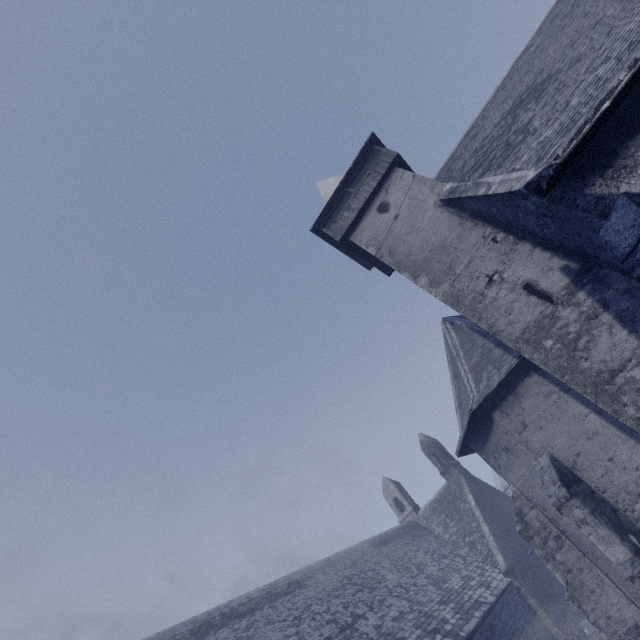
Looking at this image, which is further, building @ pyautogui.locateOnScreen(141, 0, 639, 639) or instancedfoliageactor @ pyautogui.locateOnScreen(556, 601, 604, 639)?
instancedfoliageactor @ pyautogui.locateOnScreen(556, 601, 604, 639)

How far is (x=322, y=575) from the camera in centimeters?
1773cm

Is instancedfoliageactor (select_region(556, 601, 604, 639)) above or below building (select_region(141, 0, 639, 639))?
below

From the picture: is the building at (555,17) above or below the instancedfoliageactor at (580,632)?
above

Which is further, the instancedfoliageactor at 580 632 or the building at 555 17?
the instancedfoliageactor at 580 632
